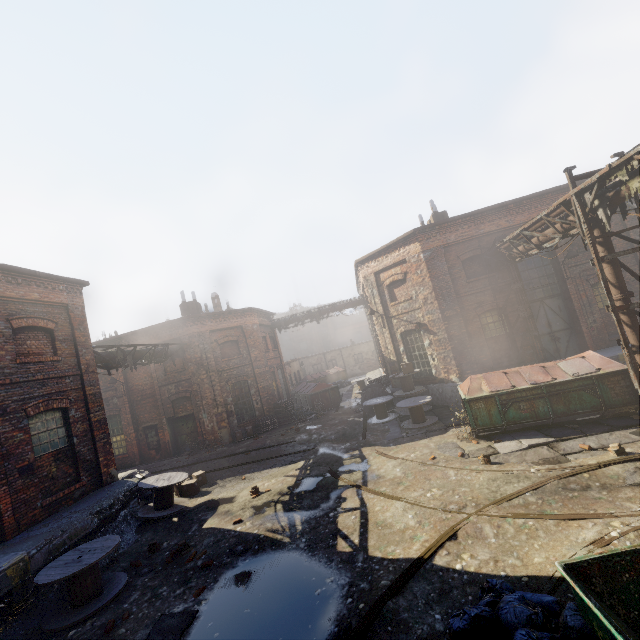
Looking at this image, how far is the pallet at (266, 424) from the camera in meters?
19.7

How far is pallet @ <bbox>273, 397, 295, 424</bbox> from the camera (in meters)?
20.55

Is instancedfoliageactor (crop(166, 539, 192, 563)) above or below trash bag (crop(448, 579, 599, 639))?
below

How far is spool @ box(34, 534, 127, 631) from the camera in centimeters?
651cm

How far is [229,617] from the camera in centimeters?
561cm

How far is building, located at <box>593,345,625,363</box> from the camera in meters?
12.7

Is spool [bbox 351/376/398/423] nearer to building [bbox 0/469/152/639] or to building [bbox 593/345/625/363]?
building [bbox 593/345/625/363]

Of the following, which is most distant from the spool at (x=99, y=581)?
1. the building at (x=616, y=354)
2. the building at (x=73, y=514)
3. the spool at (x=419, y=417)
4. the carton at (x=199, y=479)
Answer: the building at (x=616, y=354)
